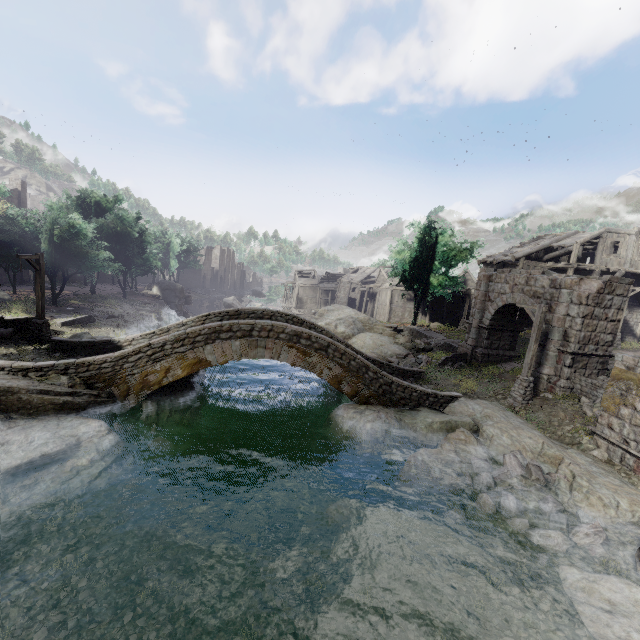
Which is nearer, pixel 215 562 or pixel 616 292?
pixel 215 562

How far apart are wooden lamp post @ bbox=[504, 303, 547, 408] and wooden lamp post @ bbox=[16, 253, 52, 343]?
24.3 meters

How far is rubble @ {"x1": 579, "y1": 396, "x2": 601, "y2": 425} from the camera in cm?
1304

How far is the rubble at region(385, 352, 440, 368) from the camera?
22.5m

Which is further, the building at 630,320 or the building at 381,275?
the building at 381,275

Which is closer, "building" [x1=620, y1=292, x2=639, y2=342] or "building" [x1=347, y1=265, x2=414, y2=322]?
"building" [x1=620, y1=292, x2=639, y2=342]

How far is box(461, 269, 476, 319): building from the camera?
47.3 meters

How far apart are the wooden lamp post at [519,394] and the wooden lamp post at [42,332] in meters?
24.3
